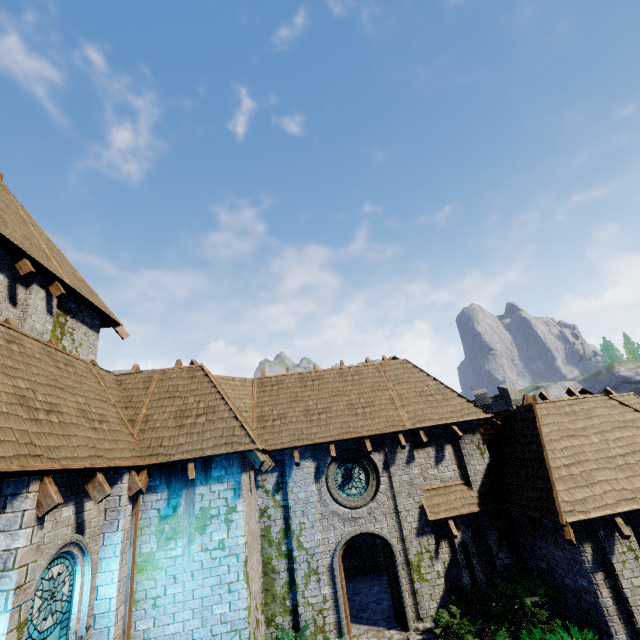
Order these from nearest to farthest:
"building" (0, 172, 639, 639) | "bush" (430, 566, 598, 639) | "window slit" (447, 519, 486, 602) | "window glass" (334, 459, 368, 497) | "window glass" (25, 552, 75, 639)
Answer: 1. "window glass" (25, 552, 75, 639)
2. "building" (0, 172, 639, 639)
3. "bush" (430, 566, 598, 639)
4. "window slit" (447, 519, 486, 602)
5. "window glass" (334, 459, 368, 497)

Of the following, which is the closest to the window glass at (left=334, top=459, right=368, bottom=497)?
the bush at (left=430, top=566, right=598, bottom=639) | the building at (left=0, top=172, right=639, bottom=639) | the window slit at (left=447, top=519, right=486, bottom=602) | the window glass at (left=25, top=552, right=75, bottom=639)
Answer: the building at (left=0, top=172, right=639, bottom=639)

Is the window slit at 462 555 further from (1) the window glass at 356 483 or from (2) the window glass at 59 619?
(2) the window glass at 59 619

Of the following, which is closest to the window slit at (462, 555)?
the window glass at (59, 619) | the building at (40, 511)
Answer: the building at (40, 511)

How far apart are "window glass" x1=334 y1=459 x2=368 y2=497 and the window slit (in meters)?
3.04

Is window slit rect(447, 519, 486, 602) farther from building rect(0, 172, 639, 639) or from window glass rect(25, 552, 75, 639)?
window glass rect(25, 552, 75, 639)

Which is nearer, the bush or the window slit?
the bush

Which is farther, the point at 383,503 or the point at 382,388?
the point at 382,388
